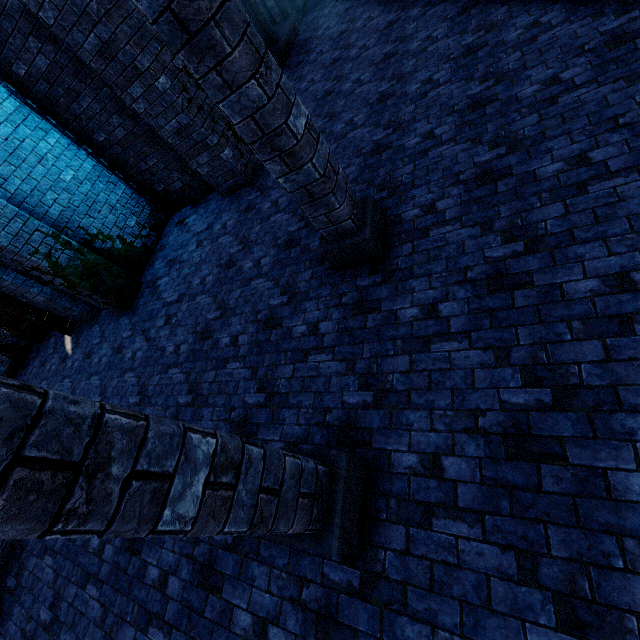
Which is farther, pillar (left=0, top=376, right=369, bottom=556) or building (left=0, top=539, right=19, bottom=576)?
building (left=0, top=539, right=19, bottom=576)

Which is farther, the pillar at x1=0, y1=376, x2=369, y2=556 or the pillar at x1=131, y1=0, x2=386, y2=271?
the pillar at x1=131, y1=0, x2=386, y2=271

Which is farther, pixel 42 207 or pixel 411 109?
pixel 42 207

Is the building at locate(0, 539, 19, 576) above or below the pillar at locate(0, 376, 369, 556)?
below

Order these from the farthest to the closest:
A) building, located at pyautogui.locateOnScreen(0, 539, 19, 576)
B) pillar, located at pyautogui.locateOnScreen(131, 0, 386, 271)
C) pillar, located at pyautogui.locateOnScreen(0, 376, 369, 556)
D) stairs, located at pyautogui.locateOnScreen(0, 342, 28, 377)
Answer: stairs, located at pyautogui.locateOnScreen(0, 342, 28, 377)
building, located at pyautogui.locateOnScreen(0, 539, 19, 576)
pillar, located at pyautogui.locateOnScreen(131, 0, 386, 271)
pillar, located at pyautogui.locateOnScreen(0, 376, 369, 556)

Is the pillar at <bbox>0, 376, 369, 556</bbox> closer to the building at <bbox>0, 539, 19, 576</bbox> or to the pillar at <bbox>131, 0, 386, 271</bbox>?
the building at <bbox>0, 539, 19, 576</bbox>

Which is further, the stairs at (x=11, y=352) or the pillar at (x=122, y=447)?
the stairs at (x=11, y=352)

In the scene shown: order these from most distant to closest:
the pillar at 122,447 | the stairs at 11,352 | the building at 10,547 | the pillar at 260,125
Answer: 1. the stairs at 11,352
2. the building at 10,547
3. the pillar at 260,125
4. the pillar at 122,447
